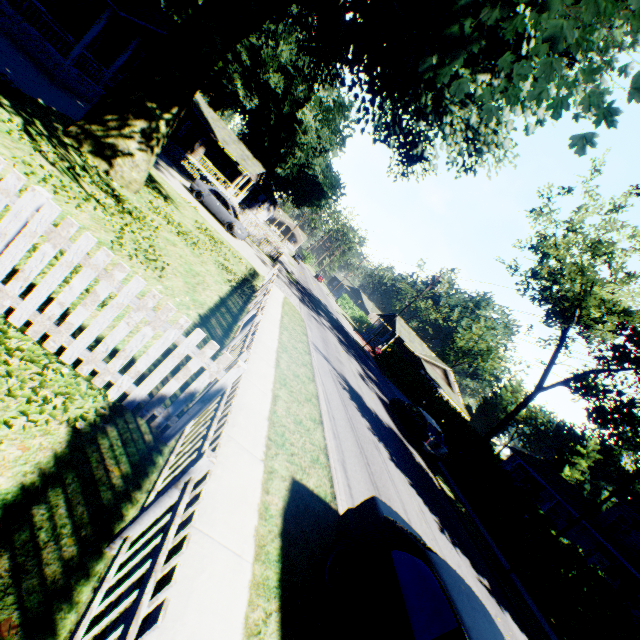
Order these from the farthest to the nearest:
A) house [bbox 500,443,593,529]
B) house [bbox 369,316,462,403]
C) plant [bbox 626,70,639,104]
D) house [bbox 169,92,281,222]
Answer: house [bbox 369,316,462,403] → house [bbox 169,92,281,222] → house [bbox 500,443,593,529] → plant [bbox 626,70,639,104]

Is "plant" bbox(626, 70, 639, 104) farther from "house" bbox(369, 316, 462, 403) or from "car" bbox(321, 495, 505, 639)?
"house" bbox(369, 316, 462, 403)

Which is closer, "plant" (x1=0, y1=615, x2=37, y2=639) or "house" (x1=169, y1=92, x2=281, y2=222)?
"plant" (x1=0, y1=615, x2=37, y2=639)

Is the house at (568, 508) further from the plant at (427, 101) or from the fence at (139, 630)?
the fence at (139, 630)

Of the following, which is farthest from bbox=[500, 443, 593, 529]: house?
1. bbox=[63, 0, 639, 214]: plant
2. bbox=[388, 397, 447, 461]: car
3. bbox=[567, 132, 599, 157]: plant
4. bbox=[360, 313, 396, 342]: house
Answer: bbox=[567, 132, 599, 157]: plant

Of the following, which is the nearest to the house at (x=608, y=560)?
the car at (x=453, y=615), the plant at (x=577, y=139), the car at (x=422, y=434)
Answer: the car at (x=422, y=434)

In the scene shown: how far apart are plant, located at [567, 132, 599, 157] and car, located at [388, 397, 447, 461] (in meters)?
14.41

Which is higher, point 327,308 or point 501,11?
point 501,11
